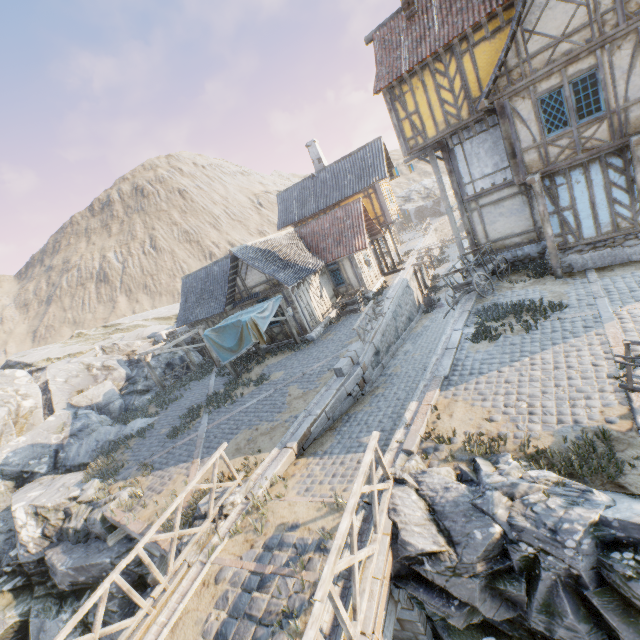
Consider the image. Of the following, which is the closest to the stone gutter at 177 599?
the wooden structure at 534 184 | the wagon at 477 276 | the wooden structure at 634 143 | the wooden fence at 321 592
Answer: the wooden fence at 321 592

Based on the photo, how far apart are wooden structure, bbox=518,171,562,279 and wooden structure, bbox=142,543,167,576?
15.2 meters

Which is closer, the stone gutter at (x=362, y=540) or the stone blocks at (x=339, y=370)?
the stone gutter at (x=362, y=540)

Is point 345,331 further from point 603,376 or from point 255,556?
point 255,556

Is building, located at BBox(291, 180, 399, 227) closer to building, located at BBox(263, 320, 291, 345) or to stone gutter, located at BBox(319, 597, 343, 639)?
building, located at BBox(263, 320, 291, 345)

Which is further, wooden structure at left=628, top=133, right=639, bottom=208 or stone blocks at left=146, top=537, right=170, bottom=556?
wooden structure at left=628, top=133, right=639, bottom=208

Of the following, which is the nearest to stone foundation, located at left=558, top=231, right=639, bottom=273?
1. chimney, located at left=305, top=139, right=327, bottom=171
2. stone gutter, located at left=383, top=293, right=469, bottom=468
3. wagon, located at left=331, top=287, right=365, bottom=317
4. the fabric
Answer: stone gutter, located at left=383, top=293, right=469, bottom=468

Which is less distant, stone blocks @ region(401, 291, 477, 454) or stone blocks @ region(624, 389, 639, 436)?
stone blocks @ region(624, 389, 639, 436)
